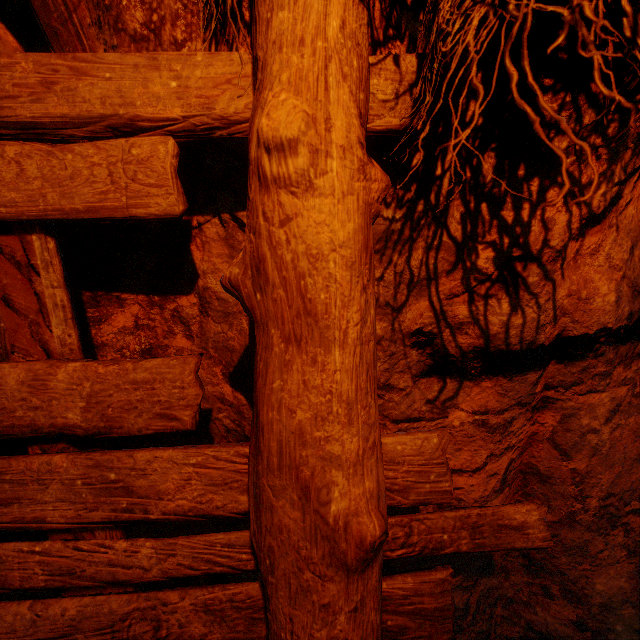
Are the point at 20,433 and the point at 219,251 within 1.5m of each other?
yes
